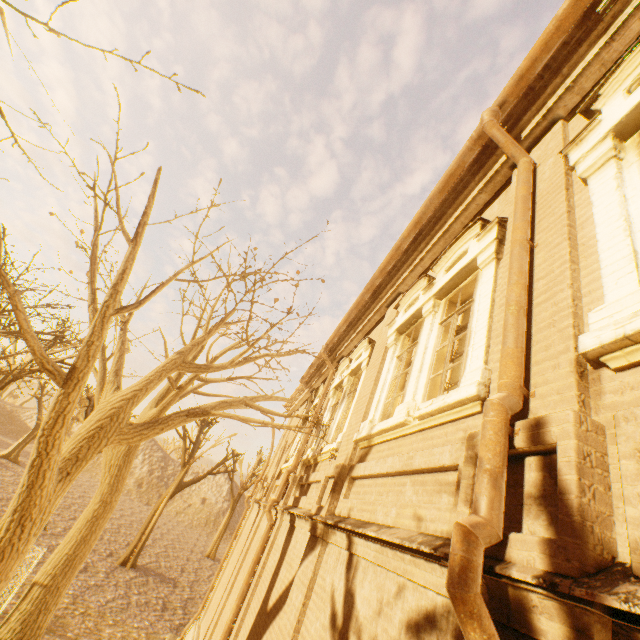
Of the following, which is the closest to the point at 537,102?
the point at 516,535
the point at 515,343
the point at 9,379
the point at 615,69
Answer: the point at 615,69

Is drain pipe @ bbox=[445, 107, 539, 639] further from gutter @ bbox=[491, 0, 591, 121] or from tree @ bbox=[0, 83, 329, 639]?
tree @ bbox=[0, 83, 329, 639]

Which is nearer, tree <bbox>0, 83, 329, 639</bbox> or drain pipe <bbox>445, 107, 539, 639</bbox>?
drain pipe <bbox>445, 107, 539, 639</bbox>

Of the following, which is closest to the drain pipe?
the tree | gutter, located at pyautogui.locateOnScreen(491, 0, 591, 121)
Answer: gutter, located at pyautogui.locateOnScreen(491, 0, 591, 121)

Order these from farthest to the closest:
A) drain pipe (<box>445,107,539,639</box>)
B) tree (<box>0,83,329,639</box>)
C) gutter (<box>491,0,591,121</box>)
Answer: tree (<box>0,83,329,639</box>) < gutter (<box>491,0,591,121</box>) < drain pipe (<box>445,107,539,639</box>)

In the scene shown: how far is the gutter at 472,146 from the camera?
4.66m

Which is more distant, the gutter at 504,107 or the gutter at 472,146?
the gutter at 472,146
